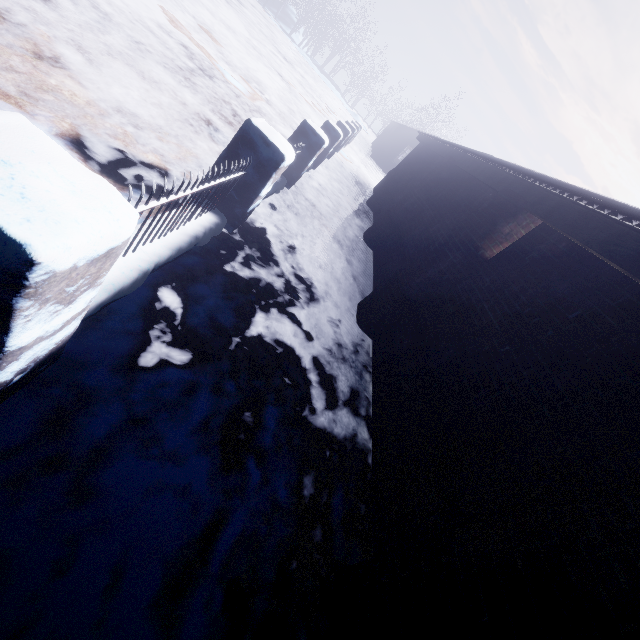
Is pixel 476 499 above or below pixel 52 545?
above
